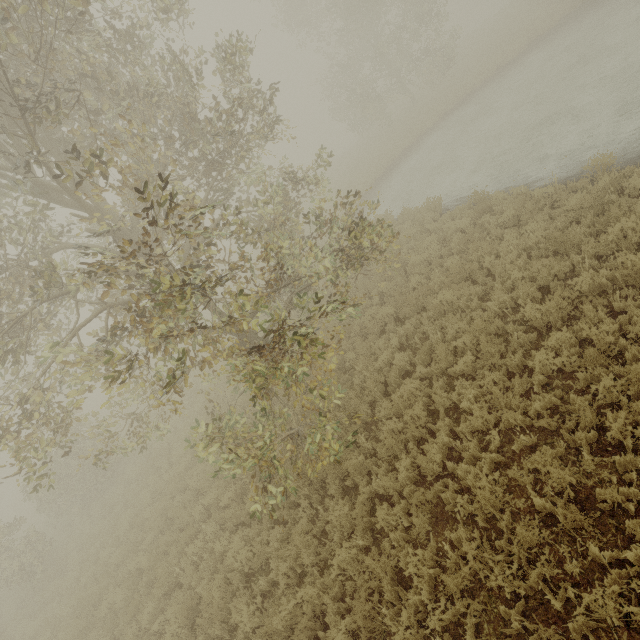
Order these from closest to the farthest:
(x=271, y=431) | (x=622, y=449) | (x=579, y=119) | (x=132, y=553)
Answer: (x=622, y=449), (x=271, y=431), (x=132, y=553), (x=579, y=119)
